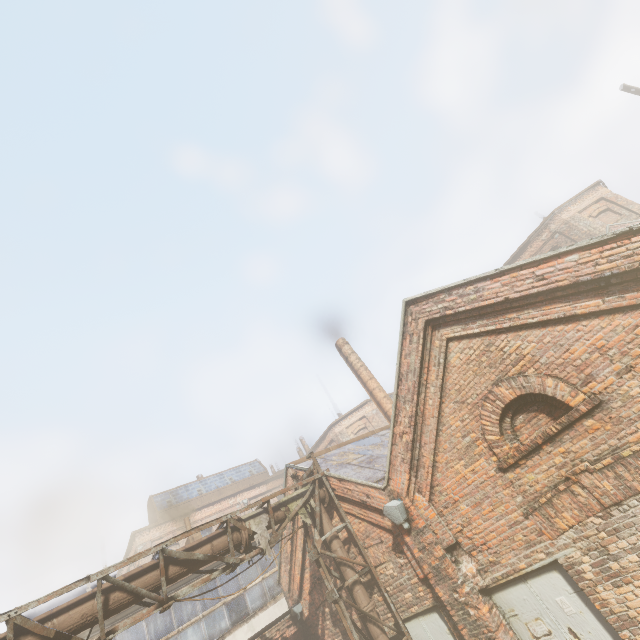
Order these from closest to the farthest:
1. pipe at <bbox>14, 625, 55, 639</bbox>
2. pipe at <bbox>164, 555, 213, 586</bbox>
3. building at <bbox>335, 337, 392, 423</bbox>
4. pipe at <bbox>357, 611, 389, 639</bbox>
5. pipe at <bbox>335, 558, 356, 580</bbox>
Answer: pipe at <bbox>14, 625, 55, 639</bbox> < pipe at <bbox>164, 555, 213, 586</bbox> < pipe at <bbox>357, 611, 389, 639</bbox> < pipe at <bbox>335, 558, 356, 580</bbox> < building at <bbox>335, 337, 392, 423</bbox>

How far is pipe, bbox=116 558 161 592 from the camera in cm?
597

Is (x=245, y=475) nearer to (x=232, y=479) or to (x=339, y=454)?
(x=232, y=479)

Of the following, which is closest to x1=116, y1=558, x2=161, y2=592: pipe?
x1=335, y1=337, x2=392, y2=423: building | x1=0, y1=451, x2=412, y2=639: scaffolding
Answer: x1=0, y1=451, x2=412, y2=639: scaffolding

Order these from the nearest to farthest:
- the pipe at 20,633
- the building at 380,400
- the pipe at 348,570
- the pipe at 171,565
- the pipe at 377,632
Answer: the pipe at 20,633 < the pipe at 171,565 < the pipe at 377,632 < the pipe at 348,570 < the building at 380,400

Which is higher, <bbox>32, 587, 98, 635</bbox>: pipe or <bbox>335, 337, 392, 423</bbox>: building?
<bbox>335, 337, 392, 423</bbox>: building

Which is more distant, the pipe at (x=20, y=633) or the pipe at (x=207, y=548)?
the pipe at (x=207, y=548)
